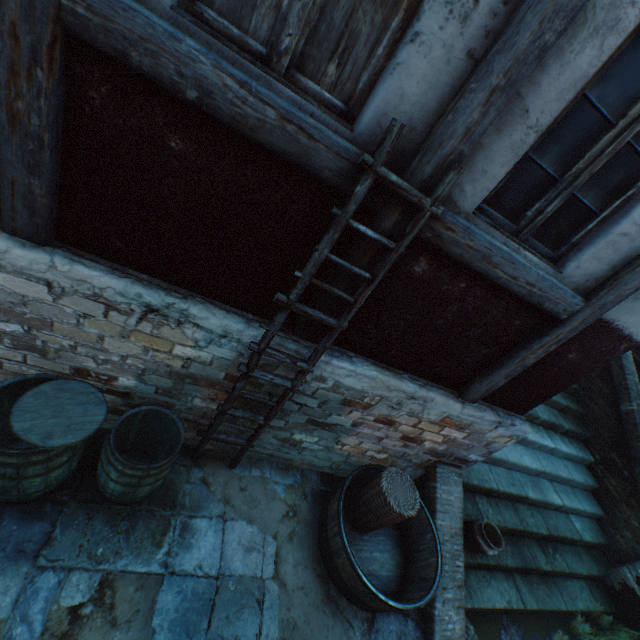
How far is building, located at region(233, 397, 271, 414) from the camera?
3.1 meters

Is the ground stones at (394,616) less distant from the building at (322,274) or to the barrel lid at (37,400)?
the building at (322,274)

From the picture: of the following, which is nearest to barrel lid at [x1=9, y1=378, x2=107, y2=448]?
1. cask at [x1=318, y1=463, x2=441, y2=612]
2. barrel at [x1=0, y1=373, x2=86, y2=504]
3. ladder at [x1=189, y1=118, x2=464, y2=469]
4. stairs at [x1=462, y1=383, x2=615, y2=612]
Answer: barrel at [x1=0, y1=373, x2=86, y2=504]

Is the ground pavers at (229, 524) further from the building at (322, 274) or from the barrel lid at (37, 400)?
the barrel lid at (37, 400)

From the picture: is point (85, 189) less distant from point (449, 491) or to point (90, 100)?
point (90, 100)

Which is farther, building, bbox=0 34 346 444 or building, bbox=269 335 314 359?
building, bbox=269 335 314 359
